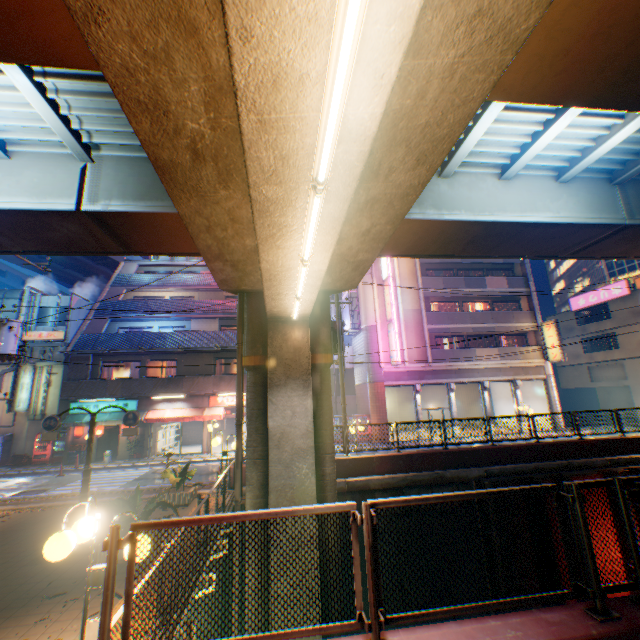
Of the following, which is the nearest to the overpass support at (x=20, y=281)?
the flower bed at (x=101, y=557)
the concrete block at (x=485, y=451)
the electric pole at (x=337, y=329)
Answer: the concrete block at (x=485, y=451)

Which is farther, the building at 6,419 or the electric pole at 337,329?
the building at 6,419

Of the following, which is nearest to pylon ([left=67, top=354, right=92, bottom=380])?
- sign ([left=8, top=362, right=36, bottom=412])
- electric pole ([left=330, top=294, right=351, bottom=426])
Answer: sign ([left=8, top=362, right=36, bottom=412])

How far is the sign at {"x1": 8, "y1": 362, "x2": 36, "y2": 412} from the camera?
22.1m

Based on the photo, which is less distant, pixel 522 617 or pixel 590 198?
pixel 522 617

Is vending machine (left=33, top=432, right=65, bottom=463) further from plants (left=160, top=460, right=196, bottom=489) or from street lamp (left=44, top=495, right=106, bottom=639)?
street lamp (left=44, top=495, right=106, bottom=639)

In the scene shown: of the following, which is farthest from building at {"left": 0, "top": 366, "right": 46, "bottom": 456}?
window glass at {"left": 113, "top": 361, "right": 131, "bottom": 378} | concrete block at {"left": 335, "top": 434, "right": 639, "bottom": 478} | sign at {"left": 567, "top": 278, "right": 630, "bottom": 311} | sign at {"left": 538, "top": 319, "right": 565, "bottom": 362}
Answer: sign at {"left": 567, "top": 278, "right": 630, "bottom": 311}

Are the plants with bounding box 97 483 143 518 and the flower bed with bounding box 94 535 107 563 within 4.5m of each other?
yes
